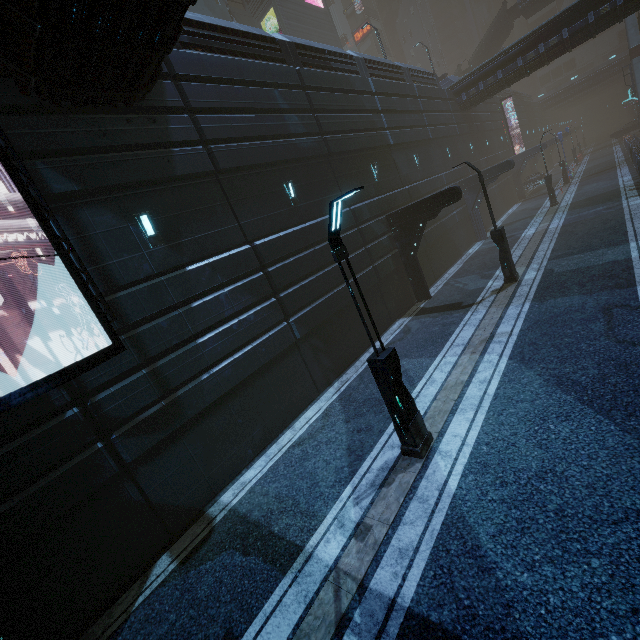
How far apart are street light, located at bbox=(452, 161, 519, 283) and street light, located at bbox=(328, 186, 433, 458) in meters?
10.1

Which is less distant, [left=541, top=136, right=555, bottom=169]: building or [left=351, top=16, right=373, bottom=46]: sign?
[left=541, top=136, right=555, bottom=169]: building

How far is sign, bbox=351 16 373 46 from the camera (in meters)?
52.31

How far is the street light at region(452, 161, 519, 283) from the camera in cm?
1353

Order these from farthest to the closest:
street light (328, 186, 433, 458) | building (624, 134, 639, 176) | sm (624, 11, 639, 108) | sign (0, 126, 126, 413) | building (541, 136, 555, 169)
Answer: building (541, 136, 555, 169)
sm (624, 11, 639, 108)
building (624, 134, 639, 176)
street light (328, 186, 433, 458)
sign (0, 126, 126, 413)

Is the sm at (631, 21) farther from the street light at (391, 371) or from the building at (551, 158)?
the street light at (391, 371)

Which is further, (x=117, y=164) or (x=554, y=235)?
(x=554, y=235)

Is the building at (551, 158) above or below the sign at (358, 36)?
below
